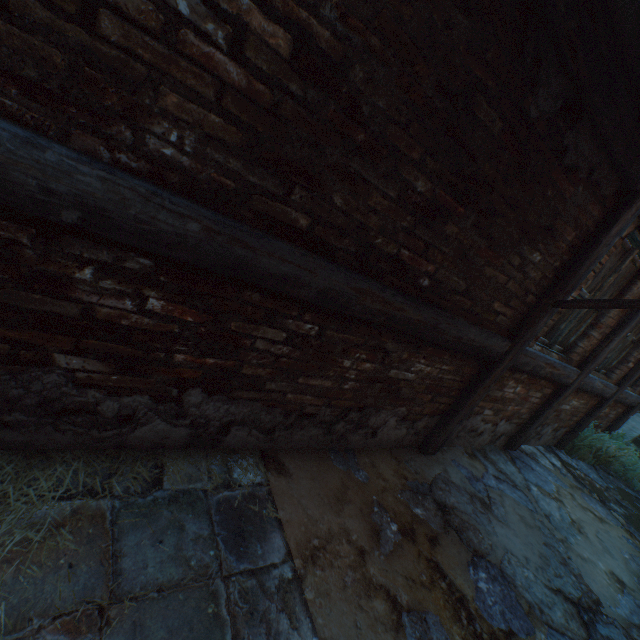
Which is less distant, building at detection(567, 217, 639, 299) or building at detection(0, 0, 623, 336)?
building at detection(0, 0, 623, 336)

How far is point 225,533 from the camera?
1.7 meters

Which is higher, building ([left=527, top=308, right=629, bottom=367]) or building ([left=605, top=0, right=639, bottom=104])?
building ([left=605, top=0, right=639, bottom=104])

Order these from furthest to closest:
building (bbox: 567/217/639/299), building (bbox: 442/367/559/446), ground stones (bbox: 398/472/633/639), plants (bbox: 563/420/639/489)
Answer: plants (bbox: 563/420/639/489) → building (bbox: 442/367/559/446) → building (bbox: 567/217/639/299) → ground stones (bbox: 398/472/633/639)

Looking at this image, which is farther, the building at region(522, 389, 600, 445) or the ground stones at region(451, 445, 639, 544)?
the building at region(522, 389, 600, 445)

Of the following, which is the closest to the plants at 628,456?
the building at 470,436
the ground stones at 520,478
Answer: the ground stones at 520,478

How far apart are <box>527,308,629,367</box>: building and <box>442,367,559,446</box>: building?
0.24m

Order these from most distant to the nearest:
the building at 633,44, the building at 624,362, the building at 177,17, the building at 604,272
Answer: the building at 624,362 → the building at 604,272 → the building at 633,44 → the building at 177,17
